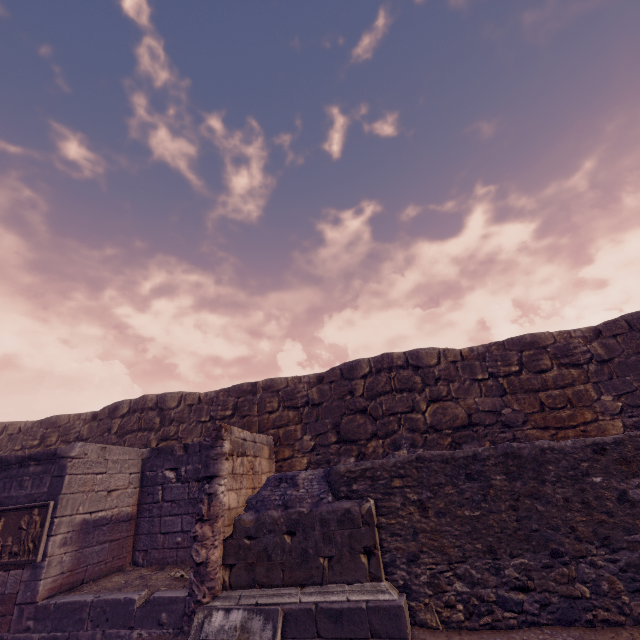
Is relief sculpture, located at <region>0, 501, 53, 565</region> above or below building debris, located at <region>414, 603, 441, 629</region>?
above

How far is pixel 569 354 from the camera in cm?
875

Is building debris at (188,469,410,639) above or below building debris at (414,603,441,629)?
above

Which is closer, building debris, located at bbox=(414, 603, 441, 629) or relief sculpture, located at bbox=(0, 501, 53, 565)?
building debris, located at bbox=(414, 603, 441, 629)

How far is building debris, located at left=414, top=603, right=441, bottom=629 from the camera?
3.86m

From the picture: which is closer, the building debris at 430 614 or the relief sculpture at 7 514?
the building debris at 430 614
